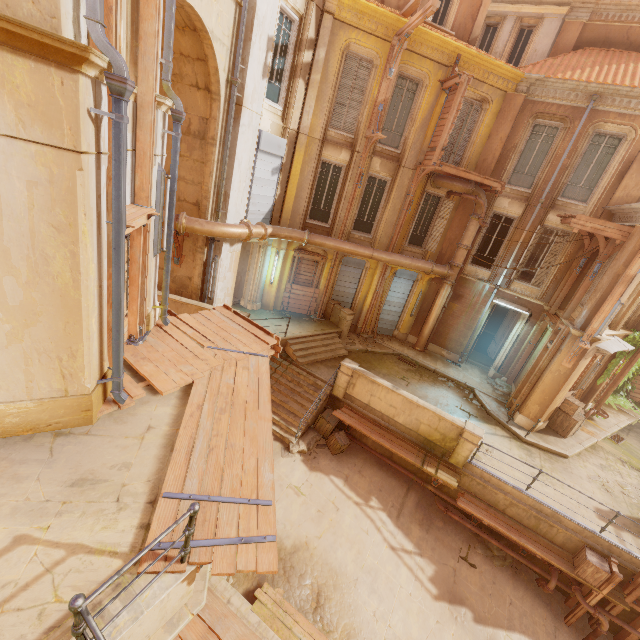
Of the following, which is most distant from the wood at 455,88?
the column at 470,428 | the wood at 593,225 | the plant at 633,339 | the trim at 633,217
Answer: the column at 470,428

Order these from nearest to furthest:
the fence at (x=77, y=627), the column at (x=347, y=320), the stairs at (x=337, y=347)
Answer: the fence at (x=77, y=627), the stairs at (x=337, y=347), the column at (x=347, y=320)

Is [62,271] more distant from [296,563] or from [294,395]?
[294,395]

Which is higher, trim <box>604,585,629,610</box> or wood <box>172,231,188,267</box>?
wood <box>172,231,188,267</box>

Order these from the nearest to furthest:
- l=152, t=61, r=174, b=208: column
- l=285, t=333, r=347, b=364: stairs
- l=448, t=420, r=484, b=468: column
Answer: l=152, t=61, r=174, b=208: column < l=448, t=420, r=484, b=468: column < l=285, t=333, r=347, b=364: stairs

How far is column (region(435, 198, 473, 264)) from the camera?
15.4 meters

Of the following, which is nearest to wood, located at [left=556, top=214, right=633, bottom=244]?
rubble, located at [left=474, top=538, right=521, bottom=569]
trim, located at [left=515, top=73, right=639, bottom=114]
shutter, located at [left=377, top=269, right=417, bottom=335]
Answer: trim, located at [left=515, top=73, right=639, bottom=114]

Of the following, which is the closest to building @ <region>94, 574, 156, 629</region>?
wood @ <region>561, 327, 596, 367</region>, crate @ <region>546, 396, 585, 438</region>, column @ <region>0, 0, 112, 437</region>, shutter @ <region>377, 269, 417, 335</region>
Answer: crate @ <region>546, 396, 585, 438</region>
